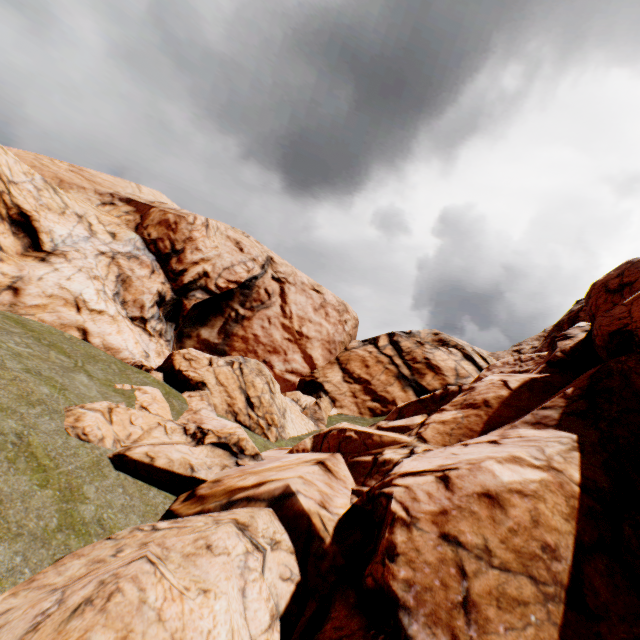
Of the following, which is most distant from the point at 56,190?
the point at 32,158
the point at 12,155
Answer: the point at 32,158
